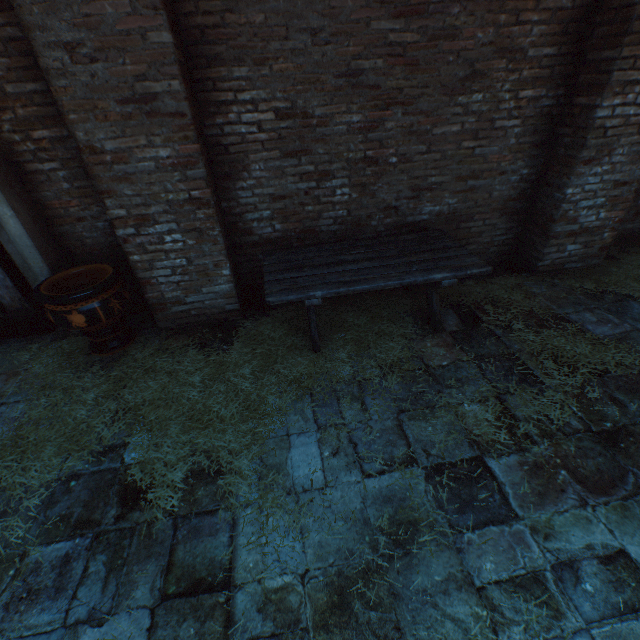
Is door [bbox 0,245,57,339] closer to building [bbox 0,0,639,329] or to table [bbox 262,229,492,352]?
table [bbox 262,229,492,352]

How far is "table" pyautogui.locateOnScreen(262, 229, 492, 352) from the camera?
3.0m

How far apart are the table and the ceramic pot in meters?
1.5 m

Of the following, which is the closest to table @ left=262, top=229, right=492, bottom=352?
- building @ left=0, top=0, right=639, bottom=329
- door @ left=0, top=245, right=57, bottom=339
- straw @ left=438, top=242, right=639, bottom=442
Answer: straw @ left=438, top=242, right=639, bottom=442

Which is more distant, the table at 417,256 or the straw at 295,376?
the table at 417,256

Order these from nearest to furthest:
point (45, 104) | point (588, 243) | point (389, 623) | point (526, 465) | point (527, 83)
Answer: point (389, 623) → point (526, 465) → point (45, 104) → point (527, 83) → point (588, 243)

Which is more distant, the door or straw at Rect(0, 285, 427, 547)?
the door

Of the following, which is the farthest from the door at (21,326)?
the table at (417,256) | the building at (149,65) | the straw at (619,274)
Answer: the building at (149,65)
